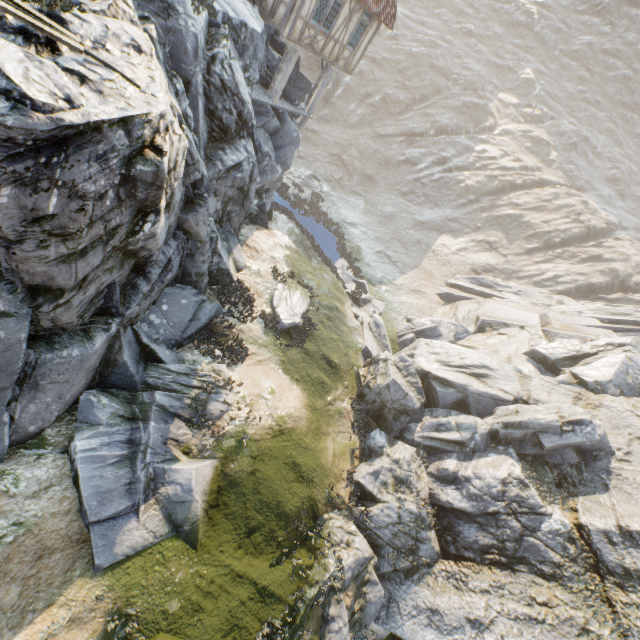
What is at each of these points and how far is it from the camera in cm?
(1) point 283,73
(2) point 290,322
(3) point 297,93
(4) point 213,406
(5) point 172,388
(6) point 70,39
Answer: (1) wooden structure, 1738
(2) rock, 1552
(3) rock, 2009
(4) rock, 1046
(5) rock, 986
(6) wagon, 445

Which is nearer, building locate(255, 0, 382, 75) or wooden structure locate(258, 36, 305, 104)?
building locate(255, 0, 382, 75)

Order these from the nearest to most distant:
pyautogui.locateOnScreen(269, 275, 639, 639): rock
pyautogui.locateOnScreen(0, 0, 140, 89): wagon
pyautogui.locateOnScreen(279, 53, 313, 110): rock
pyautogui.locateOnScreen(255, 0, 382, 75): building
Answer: pyautogui.locateOnScreen(0, 0, 140, 89): wagon → pyautogui.locateOnScreen(269, 275, 639, 639): rock → pyautogui.locateOnScreen(255, 0, 382, 75): building → pyautogui.locateOnScreen(279, 53, 313, 110): rock

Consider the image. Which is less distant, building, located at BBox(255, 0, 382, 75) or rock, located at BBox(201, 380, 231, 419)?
rock, located at BBox(201, 380, 231, 419)

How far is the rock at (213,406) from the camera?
10.3m

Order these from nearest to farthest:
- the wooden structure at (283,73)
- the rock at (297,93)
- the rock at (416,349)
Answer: the rock at (416,349) → the wooden structure at (283,73) → the rock at (297,93)

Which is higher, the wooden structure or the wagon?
the wagon

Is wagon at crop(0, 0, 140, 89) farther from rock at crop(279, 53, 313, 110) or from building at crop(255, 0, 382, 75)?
building at crop(255, 0, 382, 75)
